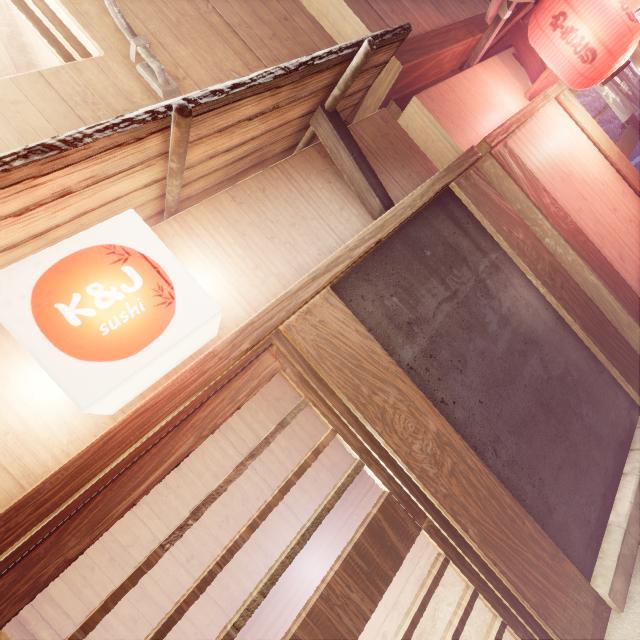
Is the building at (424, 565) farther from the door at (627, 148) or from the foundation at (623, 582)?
the door at (627, 148)

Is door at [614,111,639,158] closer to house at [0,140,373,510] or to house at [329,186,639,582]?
house at [0,140,373,510]

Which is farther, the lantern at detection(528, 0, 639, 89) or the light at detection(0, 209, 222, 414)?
the lantern at detection(528, 0, 639, 89)

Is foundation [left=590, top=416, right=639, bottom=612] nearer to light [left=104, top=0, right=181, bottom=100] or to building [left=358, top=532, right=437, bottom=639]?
building [left=358, top=532, right=437, bottom=639]

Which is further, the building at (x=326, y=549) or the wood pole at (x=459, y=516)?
the building at (x=326, y=549)

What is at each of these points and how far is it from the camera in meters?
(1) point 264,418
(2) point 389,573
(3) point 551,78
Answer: (1) building, 10.4
(2) door, 3.2
(3) stick, 7.8

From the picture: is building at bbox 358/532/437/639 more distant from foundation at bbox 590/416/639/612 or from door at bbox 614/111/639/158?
door at bbox 614/111/639/158

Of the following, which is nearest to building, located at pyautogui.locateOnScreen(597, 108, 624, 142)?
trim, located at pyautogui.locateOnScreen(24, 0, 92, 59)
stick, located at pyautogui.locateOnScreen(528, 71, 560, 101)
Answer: stick, located at pyautogui.locateOnScreen(528, 71, 560, 101)
